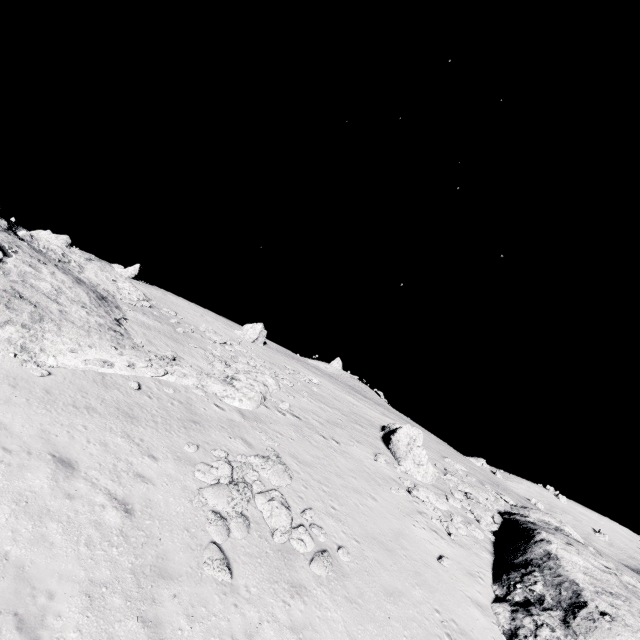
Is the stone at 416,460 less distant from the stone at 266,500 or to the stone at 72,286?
the stone at 266,500

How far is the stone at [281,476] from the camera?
10.2 meters

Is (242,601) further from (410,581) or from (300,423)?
(300,423)

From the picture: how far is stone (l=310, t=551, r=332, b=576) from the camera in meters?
10.4 m

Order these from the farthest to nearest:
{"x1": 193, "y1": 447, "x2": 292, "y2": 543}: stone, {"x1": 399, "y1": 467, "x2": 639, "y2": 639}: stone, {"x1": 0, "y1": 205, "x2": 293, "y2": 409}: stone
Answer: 1. {"x1": 0, "y1": 205, "x2": 293, "y2": 409}: stone
2. {"x1": 399, "y1": 467, "x2": 639, "y2": 639}: stone
3. {"x1": 193, "y1": 447, "x2": 292, "y2": 543}: stone

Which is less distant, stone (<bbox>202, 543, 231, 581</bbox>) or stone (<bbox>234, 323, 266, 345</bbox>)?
stone (<bbox>202, 543, 231, 581</bbox>)

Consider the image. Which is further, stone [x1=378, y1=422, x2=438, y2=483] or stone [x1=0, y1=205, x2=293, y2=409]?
stone [x1=378, y1=422, x2=438, y2=483]

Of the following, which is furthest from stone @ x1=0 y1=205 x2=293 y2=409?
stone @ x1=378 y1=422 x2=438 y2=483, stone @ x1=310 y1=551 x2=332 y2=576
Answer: stone @ x1=310 y1=551 x2=332 y2=576
